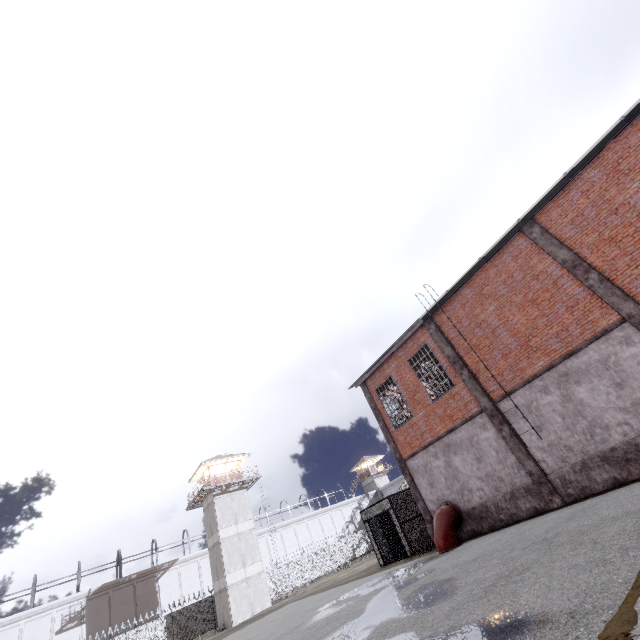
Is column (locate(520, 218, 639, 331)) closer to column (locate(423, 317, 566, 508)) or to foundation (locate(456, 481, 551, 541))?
column (locate(423, 317, 566, 508))

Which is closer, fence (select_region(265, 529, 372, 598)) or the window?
the window

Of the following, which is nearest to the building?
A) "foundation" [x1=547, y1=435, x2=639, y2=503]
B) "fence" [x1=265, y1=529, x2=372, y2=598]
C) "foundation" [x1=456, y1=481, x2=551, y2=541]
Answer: "fence" [x1=265, y1=529, x2=372, y2=598]

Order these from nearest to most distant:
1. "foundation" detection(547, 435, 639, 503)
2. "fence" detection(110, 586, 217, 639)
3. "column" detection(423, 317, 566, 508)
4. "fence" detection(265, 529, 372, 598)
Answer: "foundation" detection(547, 435, 639, 503), "column" detection(423, 317, 566, 508), "fence" detection(110, 586, 217, 639), "fence" detection(265, 529, 372, 598)

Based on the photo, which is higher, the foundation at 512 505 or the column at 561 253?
the column at 561 253

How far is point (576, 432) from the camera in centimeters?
1136cm

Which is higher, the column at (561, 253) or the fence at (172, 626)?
the column at (561, 253)

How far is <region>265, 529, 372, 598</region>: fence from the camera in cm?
3859
